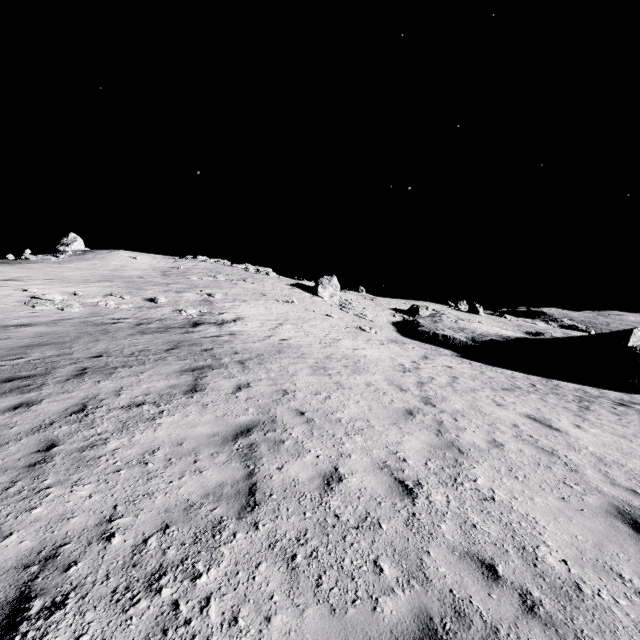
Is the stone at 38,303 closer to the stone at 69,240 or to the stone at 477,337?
the stone at 477,337

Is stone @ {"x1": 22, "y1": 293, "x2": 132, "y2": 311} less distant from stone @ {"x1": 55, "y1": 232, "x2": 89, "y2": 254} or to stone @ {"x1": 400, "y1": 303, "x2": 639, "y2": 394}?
stone @ {"x1": 400, "y1": 303, "x2": 639, "y2": 394}

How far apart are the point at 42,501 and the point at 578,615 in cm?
548

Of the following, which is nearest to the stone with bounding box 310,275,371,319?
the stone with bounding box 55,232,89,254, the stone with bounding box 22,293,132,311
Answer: the stone with bounding box 22,293,132,311

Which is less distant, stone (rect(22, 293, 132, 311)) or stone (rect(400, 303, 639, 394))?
stone (rect(22, 293, 132, 311))
